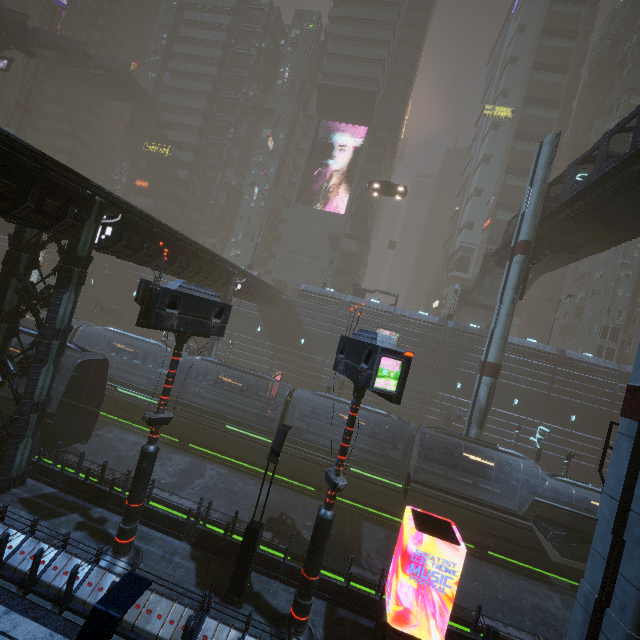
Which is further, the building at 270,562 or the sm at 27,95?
the sm at 27,95

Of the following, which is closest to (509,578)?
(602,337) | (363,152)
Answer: (602,337)

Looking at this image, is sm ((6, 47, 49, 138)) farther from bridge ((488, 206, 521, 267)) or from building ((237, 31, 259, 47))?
bridge ((488, 206, 521, 267))

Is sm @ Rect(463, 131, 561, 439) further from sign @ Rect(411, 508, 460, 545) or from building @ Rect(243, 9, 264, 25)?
sign @ Rect(411, 508, 460, 545)

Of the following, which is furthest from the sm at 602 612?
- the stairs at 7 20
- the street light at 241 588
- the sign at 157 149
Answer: the sign at 157 149

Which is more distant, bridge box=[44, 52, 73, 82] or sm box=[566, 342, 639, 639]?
bridge box=[44, 52, 73, 82]

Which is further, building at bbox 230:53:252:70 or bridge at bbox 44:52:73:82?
building at bbox 230:53:252:70

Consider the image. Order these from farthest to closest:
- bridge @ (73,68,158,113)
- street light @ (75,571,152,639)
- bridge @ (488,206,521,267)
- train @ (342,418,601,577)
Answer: bridge @ (73,68,158,113), bridge @ (488,206,521,267), train @ (342,418,601,577), street light @ (75,571,152,639)
